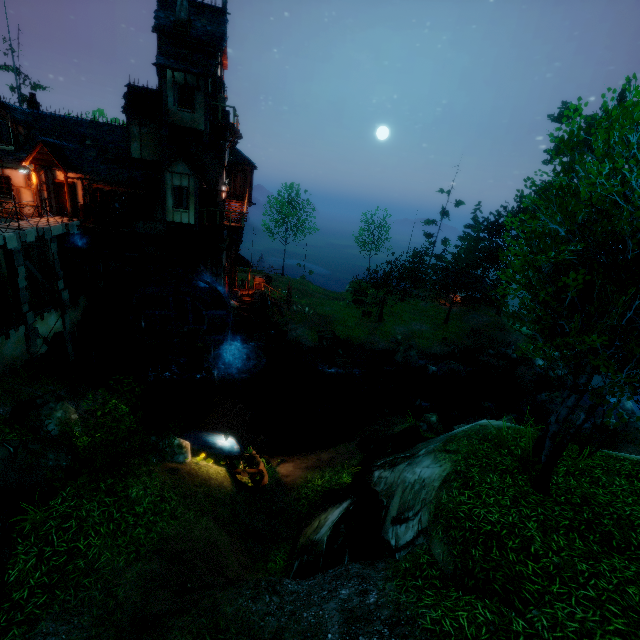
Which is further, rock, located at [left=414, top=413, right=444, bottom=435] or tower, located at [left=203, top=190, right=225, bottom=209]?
tower, located at [left=203, top=190, right=225, bottom=209]

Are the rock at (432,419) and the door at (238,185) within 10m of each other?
no

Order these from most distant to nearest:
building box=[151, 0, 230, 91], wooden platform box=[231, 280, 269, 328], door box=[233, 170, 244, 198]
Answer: door box=[233, 170, 244, 198], wooden platform box=[231, 280, 269, 328], building box=[151, 0, 230, 91]

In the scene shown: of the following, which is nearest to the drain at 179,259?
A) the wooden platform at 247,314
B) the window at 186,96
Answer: the wooden platform at 247,314

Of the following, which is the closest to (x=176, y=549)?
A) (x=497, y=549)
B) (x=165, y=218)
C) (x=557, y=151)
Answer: (x=497, y=549)

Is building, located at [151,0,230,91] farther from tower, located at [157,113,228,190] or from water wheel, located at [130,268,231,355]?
water wheel, located at [130,268,231,355]

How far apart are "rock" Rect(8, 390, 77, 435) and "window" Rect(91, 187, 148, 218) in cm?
1405

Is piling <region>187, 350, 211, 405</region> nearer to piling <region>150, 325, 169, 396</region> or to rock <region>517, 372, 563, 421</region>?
piling <region>150, 325, 169, 396</region>
